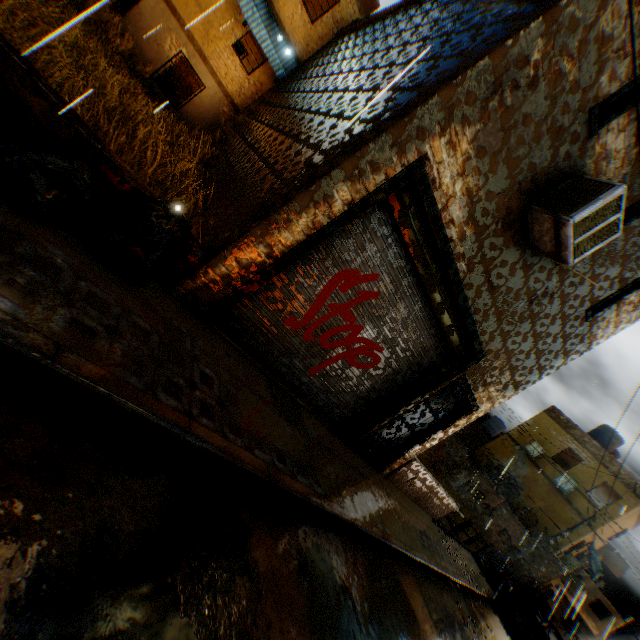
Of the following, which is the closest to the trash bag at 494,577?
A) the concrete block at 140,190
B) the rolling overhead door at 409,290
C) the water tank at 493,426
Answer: the rolling overhead door at 409,290

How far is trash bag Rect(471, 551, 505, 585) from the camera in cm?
1336

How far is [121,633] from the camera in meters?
1.6 m

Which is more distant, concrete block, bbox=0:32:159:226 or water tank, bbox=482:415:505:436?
water tank, bbox=482:415:505:436

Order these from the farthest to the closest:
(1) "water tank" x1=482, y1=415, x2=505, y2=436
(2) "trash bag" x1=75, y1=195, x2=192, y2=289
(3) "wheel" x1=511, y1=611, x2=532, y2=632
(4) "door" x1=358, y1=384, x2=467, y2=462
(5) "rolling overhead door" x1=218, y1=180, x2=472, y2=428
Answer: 1. (1) "water tank" x1=482, y1=415, x2=505, y2=436
2. (3) "wheel" x1=511, y1=611, x2=532, y2=632
3. (4) "door" x1=358, y1=384, x2=467, y2=462
4. (5) "rolling overhead door" x1=218, y1=180, x2=472, y2=428
5. (2) "trash bag" x1=75, y1=195, x2=192, y2=289

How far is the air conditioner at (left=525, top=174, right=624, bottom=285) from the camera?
4.10m

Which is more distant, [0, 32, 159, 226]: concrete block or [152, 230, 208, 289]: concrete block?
Answer: [152, 230, 208, 289]: concrete block

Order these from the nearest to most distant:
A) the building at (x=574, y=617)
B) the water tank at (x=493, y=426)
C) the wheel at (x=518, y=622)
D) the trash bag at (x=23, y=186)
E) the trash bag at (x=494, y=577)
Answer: the trash bag at (x=23, y=186) → the wheel at (x=518, y=622) → the trash bag at (x=494, y=577) → the building at (x=574, y=617) → the water tank at (x=493, y=426)
